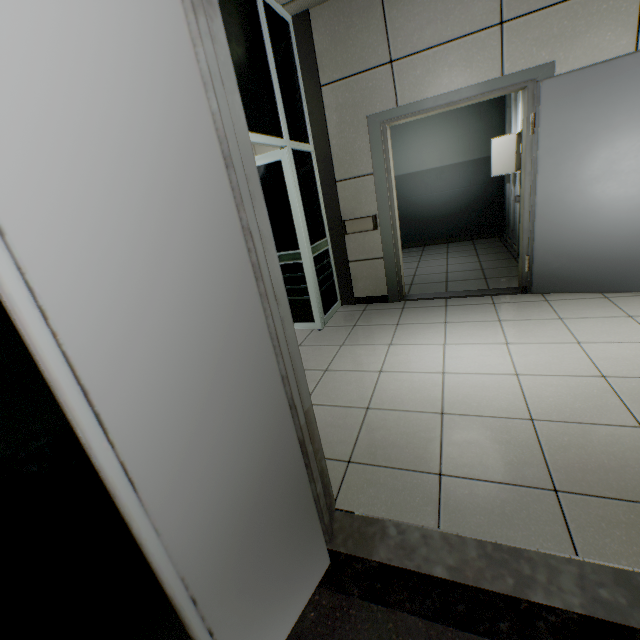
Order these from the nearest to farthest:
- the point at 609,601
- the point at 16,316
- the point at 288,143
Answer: the point at 16,316 → the point at 609,601 → the point at 288,143

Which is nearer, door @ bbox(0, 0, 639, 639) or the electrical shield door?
door @ bbox(0, 0, 639, 639)

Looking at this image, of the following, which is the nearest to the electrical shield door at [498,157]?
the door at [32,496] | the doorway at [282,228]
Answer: the doorway at [282,228]

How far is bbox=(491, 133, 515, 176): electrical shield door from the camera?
4.4m

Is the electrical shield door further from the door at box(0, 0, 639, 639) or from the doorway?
the door at box(0, 0, 639, 639)

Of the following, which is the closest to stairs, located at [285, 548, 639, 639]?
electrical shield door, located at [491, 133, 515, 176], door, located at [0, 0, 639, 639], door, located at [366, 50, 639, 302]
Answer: door, located at [0, 0, 639, 639]

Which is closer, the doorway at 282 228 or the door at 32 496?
the door at 32 496

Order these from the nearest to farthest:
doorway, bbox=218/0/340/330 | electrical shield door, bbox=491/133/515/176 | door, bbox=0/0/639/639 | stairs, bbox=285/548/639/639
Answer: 1. door, bbox=0/0/639/639
2. stairs, bbox=285/548/639/639
3. doorway, bbox=218/0/340/330
4. electrical shield door, bbox=491/133/515/176
